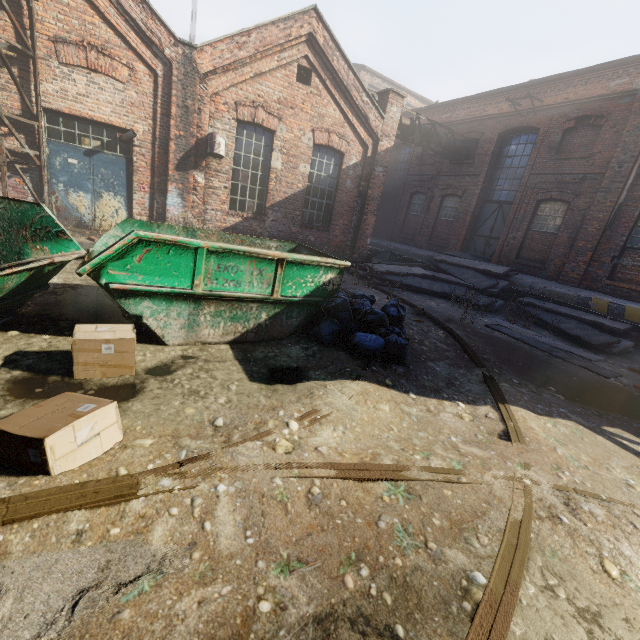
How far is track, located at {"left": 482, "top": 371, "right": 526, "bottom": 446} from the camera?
3.6 meters

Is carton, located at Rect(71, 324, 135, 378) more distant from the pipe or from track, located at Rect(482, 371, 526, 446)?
the pipe

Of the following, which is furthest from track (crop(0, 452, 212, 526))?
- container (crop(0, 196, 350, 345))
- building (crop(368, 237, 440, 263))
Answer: building (crop(368, 237, 440, 263))

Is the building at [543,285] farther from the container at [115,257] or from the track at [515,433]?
the container at [115,257]

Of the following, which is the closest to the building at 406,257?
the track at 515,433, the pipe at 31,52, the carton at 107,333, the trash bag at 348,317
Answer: the track at 515,433

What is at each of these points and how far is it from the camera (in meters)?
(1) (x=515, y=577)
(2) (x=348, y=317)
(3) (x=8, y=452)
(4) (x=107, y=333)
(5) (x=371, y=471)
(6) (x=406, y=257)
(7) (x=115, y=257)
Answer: (1) track, 2.01
(2) trash bag, 5.12
(3) carton, 2.11
(4) carton, 3.21
(5) track, 2.64
(6) building, 18.44
(7) container, 3.58

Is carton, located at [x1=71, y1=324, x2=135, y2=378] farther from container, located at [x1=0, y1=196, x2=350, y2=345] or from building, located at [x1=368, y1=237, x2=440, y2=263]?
building, located at [x1=368, y1=237, x2=440, y2=263]
